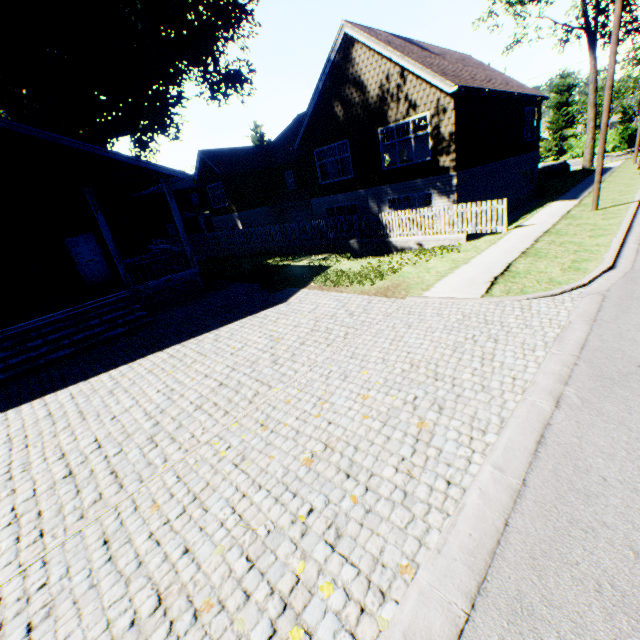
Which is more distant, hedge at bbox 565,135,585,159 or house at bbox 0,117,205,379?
hedge at bbox 565,135,585,159

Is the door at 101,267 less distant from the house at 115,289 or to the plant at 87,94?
the house at 115,289

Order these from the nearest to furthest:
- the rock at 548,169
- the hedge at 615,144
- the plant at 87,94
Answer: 1. the plant at 87,94
2. the rock at 548,169
3. the hedge at 615,144

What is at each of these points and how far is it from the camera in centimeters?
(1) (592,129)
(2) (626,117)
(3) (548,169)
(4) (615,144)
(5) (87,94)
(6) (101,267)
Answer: (1) tree, 2814cm
(2) tree, 5984cm
(3) rock, 2975cm
(4) hedge, 3941cm
(5) plant, 2000cm
(6) door, 1497cm

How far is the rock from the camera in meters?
29.6 m

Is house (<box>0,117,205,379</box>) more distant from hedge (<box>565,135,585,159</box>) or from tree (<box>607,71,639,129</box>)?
hedge (<box>565,135,585,159</box>)

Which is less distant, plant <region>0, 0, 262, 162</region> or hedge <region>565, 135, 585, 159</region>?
plant <region>0, 0, 262, 162</region>

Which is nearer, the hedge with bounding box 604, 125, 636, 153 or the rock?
the rock
